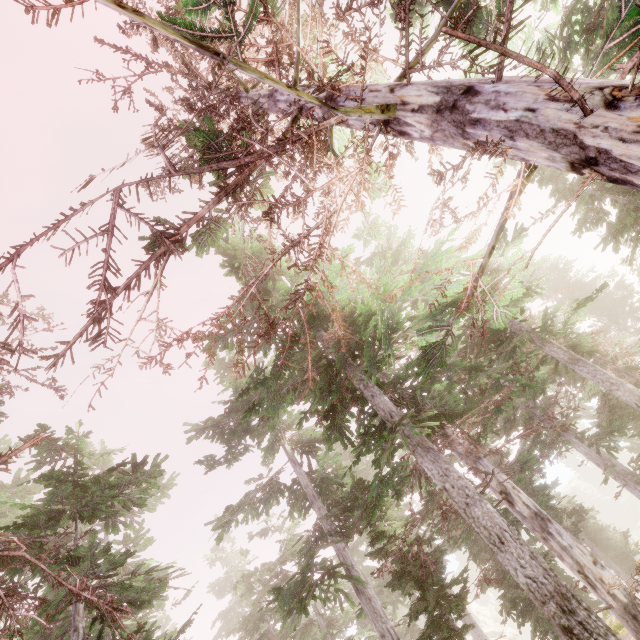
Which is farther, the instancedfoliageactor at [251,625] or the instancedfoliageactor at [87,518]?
the instancedfoliageactor at [87,518]

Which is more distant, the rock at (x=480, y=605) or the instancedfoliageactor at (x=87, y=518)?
the rock at (x=480, y=605)

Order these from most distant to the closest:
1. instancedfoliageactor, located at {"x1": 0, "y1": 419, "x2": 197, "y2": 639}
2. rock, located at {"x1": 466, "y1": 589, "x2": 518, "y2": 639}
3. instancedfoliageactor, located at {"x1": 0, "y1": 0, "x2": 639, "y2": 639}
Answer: rock, located at {"x1": 466, "y1": 589, "x2": 518, "y2": 639}, instancedfoliageactor, located at {"x1": 0, "y1": 419, "x2": 197, "y2": 639}, instancedfoliageactor, located at {"x1": 0, "y1": 0, "x2": 639, "y2": 639}

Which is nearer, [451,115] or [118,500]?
[451,115]

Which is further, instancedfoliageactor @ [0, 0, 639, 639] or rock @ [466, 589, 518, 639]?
rock @ [466, 589, 518, 639]

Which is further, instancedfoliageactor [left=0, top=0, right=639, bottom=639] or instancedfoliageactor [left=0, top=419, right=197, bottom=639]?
instancedfoliageactor [left=0, top=419, right=197, bottom=639]

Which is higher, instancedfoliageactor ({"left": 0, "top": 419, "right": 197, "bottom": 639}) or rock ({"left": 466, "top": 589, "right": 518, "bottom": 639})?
instancedfoliageactor ({"left": 0, "top": 419, "right": 197, "bottom": 639})
